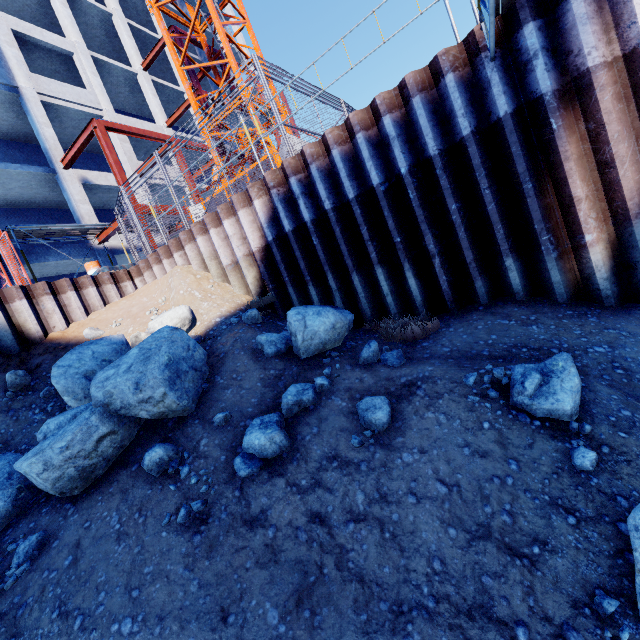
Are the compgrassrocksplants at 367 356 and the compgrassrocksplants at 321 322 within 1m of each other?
yes

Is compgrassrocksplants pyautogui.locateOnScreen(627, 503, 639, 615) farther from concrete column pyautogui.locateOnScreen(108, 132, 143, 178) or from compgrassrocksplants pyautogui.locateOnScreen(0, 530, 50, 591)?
concrete column pyautogui.locateOnScreen(108, 132, 143, 178)

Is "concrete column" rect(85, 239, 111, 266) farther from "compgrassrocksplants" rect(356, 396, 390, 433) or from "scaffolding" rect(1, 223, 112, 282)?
"compgrassrocksplants" rect(356, 396, 390, 433)

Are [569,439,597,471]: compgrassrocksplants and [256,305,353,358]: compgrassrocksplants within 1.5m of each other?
no

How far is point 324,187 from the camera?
6.00m

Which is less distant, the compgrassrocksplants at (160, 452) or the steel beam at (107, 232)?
the compgrassrocksplants at (160, 452)

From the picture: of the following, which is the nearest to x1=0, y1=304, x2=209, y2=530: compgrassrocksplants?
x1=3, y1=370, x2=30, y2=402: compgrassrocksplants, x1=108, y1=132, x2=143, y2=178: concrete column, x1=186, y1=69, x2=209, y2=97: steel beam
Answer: x1=3, y1=370, x2=30, y2=402: compgrassrocksplants

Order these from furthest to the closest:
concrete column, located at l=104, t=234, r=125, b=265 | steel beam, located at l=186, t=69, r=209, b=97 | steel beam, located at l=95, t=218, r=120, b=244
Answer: steel beam, located at l=186, t=69, r=209, b=97
concrete column, located at l=104, t=234, r=125, b=265
steel beam, located at l=95, t=218, r=120, b=244
